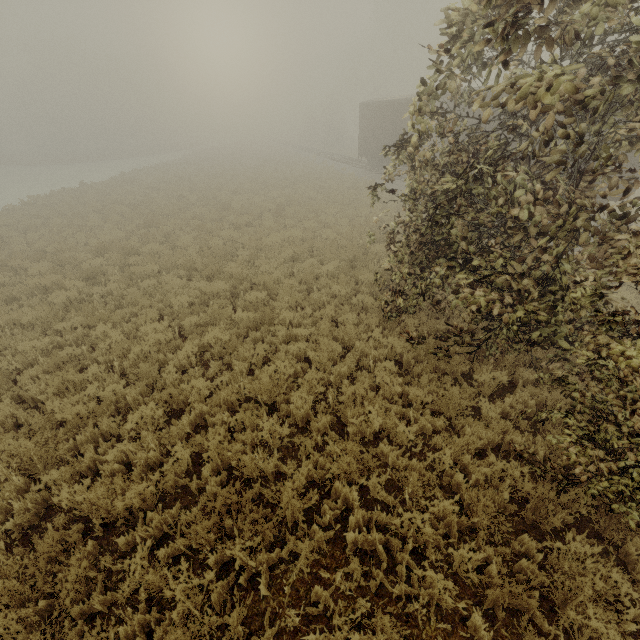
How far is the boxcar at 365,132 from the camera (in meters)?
20.00

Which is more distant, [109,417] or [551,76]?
[109,417]

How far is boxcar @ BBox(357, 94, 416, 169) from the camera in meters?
20.0 m
